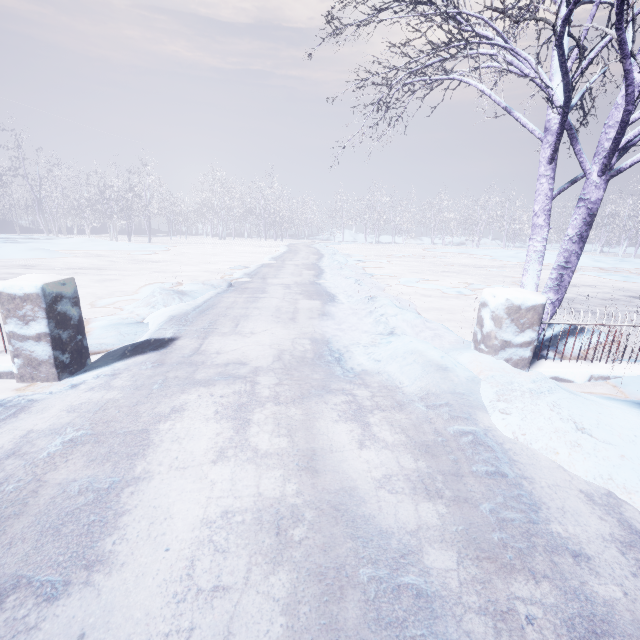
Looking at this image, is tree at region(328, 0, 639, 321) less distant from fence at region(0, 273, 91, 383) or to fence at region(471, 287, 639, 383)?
fence at region(471, 287, 639, 383)

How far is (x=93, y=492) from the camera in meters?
1.6

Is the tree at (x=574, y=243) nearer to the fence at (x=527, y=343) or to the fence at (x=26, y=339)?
the fence at (x=527, y=343)

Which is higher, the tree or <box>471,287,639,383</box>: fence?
the tree

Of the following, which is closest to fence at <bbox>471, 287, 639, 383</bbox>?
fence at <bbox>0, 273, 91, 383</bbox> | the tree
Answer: the tree

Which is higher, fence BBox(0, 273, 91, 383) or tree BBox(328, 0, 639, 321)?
tree BBox(328, 0, 639, 321)
